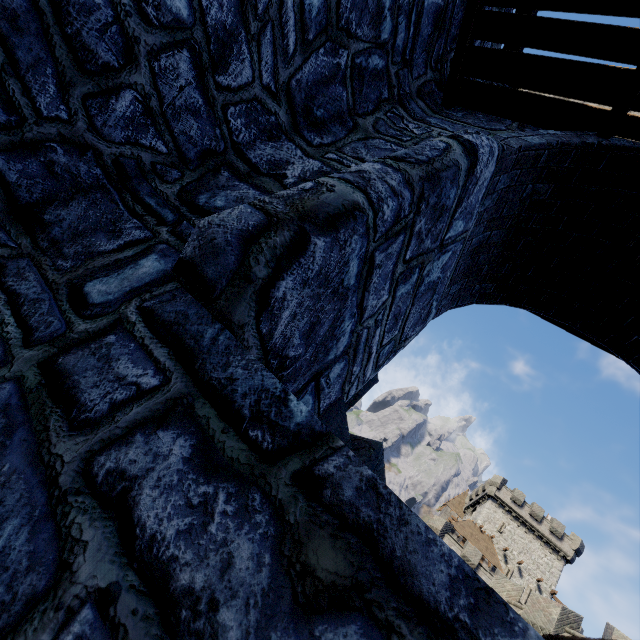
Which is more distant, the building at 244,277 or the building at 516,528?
the building at 516,528

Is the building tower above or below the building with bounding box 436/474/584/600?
below

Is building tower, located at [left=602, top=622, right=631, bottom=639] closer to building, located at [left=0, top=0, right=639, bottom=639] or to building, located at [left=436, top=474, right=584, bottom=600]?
building, located at [left=0, top=0, right=639, bottom=639]

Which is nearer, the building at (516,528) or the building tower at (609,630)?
the building tower at (609,630)

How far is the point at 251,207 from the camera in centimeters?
167cm

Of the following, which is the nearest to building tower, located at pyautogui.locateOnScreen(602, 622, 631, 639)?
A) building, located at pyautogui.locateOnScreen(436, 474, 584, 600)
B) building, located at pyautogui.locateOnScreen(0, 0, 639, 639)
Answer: building, located at pyautogui.locateOnScreen(0, 0, 639, 639)

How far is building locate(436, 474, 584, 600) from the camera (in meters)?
38.47
